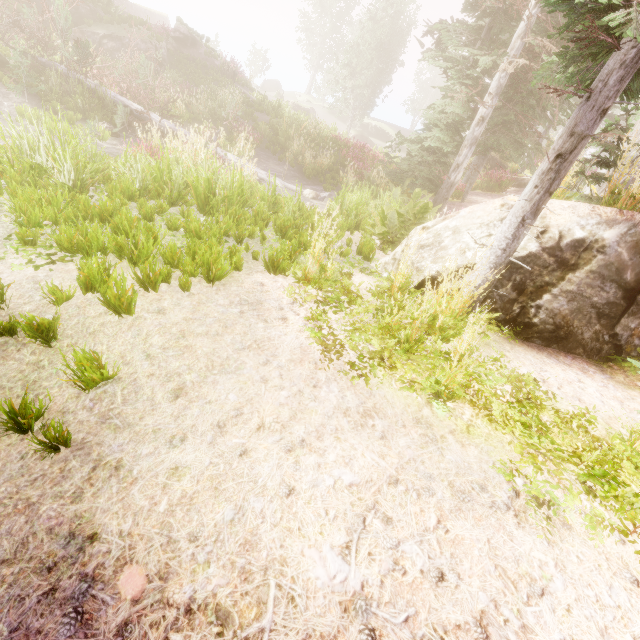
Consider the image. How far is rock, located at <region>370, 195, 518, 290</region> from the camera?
4.79m

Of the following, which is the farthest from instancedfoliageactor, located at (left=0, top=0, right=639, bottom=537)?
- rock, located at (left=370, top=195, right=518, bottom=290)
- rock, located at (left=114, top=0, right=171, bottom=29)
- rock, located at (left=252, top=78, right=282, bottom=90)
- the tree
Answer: the tree

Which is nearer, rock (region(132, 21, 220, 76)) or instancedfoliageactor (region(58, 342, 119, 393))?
instancedfoliageactor (region(58, 342, 119, 393))

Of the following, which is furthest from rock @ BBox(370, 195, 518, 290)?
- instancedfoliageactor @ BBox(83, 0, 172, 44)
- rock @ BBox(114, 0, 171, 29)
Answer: rock @ BBox(114, 0, 171, 29)

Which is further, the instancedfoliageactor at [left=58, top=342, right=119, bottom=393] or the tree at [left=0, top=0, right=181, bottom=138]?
the tree at [left=0, top=0, right=181, bottom=138]

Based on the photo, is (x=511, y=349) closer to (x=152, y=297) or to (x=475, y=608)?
(x=475, y=608)

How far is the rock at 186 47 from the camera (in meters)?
19.08

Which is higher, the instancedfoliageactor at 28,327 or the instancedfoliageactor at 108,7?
the instancedfoliageactor at 108,7
